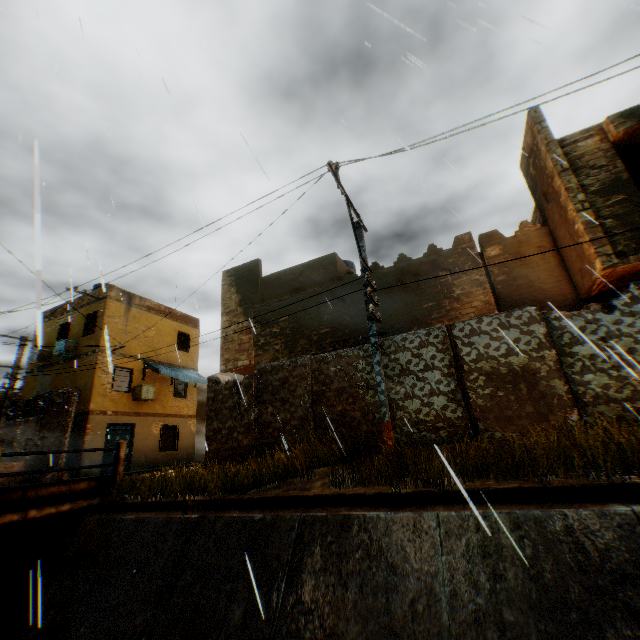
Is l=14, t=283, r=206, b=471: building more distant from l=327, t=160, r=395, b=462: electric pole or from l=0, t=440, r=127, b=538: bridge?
l=0, t=440, r=127, b=538: bridge

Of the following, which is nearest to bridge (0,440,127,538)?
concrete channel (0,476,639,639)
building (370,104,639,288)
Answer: concrete channel (0,476,639,639)

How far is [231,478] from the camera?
7.1 meters

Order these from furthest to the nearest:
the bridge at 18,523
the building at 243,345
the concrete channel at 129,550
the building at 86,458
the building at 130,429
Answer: the building at 130,429 → the building at 86,458 → the building at 243,345 → the bridge at 18,523 → the concrete channel at 129,550

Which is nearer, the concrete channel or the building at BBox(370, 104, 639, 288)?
the concrete channel

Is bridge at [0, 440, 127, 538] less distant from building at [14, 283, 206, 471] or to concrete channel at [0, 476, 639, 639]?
concrete channel at [0, 476, 639, 639]

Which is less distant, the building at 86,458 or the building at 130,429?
the building at 86,458

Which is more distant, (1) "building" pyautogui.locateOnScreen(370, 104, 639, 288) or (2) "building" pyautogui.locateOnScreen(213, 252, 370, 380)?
(2) "building" pyautogui.locateOnScreen(213, 252, 370, 380)
